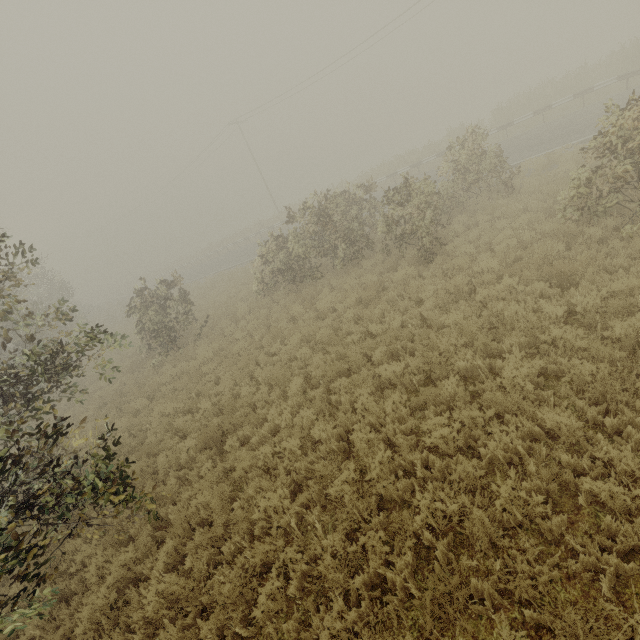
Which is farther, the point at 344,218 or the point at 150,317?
the point at 150,317

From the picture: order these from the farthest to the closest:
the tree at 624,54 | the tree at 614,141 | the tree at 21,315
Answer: the tree at 624,54, the tree at 614,141, the tree at 21,315

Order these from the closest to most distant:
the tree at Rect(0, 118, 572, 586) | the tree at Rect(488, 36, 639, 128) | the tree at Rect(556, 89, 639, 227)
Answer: the tree at Rect(0, 118, 572, 586), the tree at Rect(556, 89, 639, 227), the tree at Rect(488, 36, 639, 128)

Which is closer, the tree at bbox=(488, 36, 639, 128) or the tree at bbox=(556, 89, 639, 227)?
the tree at bbox=(556, 89, 639, 227)

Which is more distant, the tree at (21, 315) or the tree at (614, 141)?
the tree at (614, 141)
